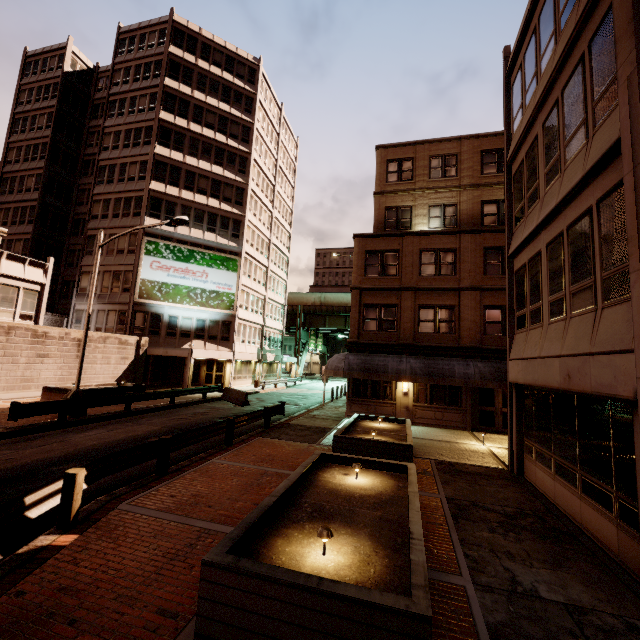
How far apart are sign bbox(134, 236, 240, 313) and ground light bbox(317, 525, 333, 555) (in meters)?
30.18

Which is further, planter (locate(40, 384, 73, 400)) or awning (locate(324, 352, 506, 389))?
planter (locate(40, 384, 73, 400))

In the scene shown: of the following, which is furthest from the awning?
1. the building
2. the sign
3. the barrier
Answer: the sign

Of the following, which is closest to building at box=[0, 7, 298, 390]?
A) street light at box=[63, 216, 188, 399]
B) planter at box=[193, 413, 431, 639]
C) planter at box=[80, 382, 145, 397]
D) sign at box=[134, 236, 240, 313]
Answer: sign at box=[134, 236, 240, 313]

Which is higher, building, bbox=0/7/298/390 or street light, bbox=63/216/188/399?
building, bbox=0/7/298/390

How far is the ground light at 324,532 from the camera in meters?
4.2 m

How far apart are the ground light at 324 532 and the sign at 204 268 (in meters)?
30.18

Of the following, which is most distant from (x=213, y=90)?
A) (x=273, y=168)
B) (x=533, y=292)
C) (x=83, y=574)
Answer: (x=83, y=574)
